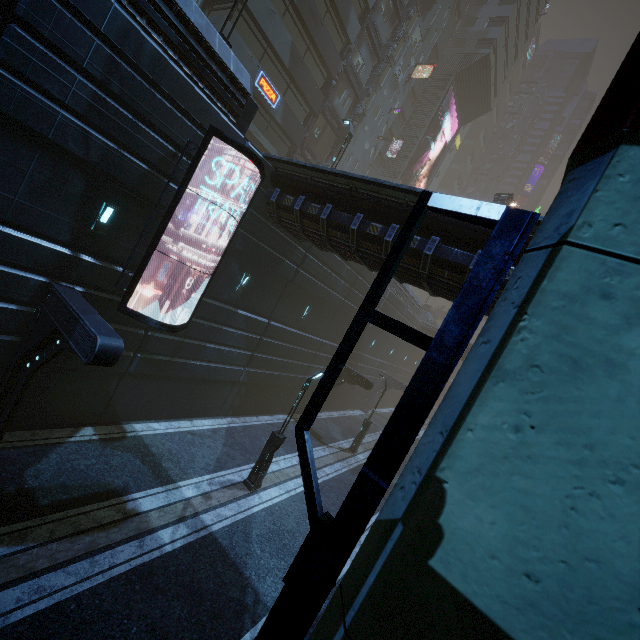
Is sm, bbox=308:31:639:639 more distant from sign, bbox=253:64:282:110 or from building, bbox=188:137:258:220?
sign, bbox=253:64:282:110

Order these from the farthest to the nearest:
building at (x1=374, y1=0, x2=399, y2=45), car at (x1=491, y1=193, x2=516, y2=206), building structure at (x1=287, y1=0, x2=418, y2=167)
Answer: building at (x1=374, y1=0, x2=399, y2=45) → car at (x1=491, y1=193, x2=516, y2=206) → building structure at (x1=287, y1=0, x2=418, y2=167)

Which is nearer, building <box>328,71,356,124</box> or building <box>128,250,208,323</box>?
building <box>128,250,208,323</box>

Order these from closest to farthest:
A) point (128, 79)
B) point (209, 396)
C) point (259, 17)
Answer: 1. point (128, 79)
2. point (209, 396)
3. point (259, 17)

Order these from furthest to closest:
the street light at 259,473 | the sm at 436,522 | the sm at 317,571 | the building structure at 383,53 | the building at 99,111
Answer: the building structure at 383,53
the street light at 259,473
the building at 99,111
the sm at 317,571
the sm at 436,522

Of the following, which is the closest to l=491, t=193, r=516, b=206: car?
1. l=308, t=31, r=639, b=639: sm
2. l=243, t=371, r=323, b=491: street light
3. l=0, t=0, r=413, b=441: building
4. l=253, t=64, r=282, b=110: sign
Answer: l=0, t=0, r=413, b=441: building

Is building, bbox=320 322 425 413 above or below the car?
below

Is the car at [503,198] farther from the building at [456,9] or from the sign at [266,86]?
the sign at [266,86]
